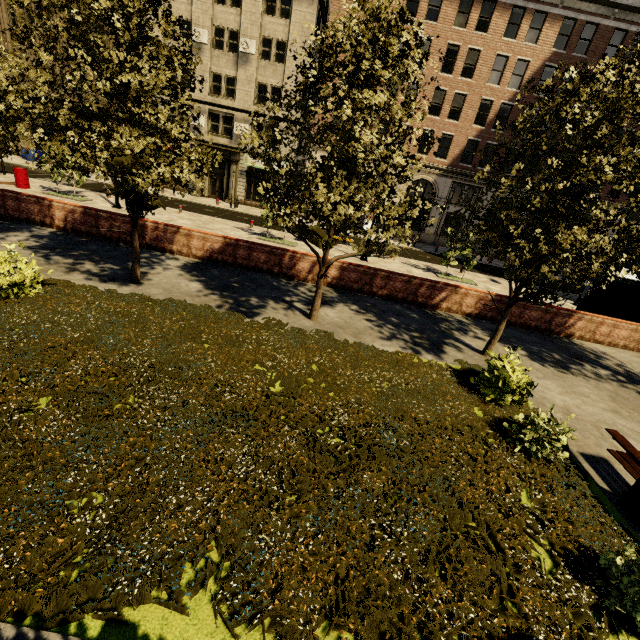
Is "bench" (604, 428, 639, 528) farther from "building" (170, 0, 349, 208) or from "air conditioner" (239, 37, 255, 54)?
"air conditioner" (239, 37, 255, 54)

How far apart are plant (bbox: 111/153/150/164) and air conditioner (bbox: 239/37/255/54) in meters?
26.6

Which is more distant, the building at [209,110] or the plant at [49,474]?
the building at [209,110]

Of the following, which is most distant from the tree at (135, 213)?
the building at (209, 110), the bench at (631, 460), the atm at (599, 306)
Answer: the atm at (599, 306)

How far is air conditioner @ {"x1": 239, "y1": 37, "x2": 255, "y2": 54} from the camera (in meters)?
26.06

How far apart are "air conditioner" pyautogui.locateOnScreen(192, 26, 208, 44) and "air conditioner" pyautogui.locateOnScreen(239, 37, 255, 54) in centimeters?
268cm

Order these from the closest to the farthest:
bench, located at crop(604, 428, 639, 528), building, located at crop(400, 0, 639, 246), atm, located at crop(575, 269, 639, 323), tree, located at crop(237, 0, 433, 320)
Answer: bench, located at crop(604, 428, 639, 528), tree, located at crop(237, 0, 433, 320), atm, located at crop(575, 269, 639, 323), building, located at crop(400, 0, 639, 246)

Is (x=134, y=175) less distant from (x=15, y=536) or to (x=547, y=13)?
(x=15, y=536)
